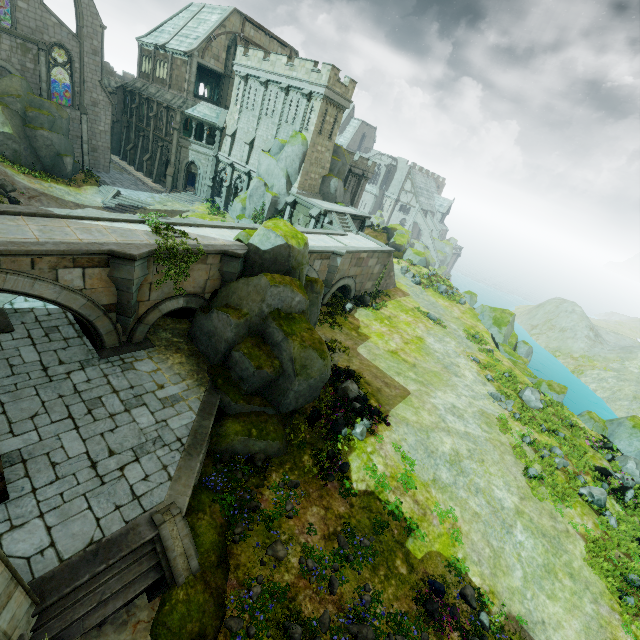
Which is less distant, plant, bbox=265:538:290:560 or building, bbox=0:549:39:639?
building, bbox=0:549:39:639

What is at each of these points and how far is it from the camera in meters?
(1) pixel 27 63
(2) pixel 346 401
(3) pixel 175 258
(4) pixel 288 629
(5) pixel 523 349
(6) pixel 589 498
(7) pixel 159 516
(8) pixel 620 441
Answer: (1) building, 30.0 m
(2) plant, 16.2 m
(3) plant, 14.5 m
(4) flower, 9.1 m
(5) rock, 37.5 m
(6) plant, 16.3 m
(7) stair, 9.5 m
(8) rock, 21.4 m

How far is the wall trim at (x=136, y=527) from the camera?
7.64m

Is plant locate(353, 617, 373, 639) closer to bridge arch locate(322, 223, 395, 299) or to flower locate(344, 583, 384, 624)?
flower locate(344, 583, 384, 624)

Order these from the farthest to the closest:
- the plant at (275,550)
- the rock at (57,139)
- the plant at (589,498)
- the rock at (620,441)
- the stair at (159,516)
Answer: the rock at (57,139)
the rock at (620,441)
the plant at (589,498)
the plant at (275,550)
the stair at (159,516)

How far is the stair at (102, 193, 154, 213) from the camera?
31.77m

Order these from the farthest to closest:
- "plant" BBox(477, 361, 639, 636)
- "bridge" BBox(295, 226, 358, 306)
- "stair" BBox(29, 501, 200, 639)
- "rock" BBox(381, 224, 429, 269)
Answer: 1. "rock" BBox(381, 224, 429, 269)
2. "bridge" BBox(295, 226, 358, 306)
3. "plant" BBox(477, 361, 639, 636)
4. "stair" BBox(29, 501, 200, 639)

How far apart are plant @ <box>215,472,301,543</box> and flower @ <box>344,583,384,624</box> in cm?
359
